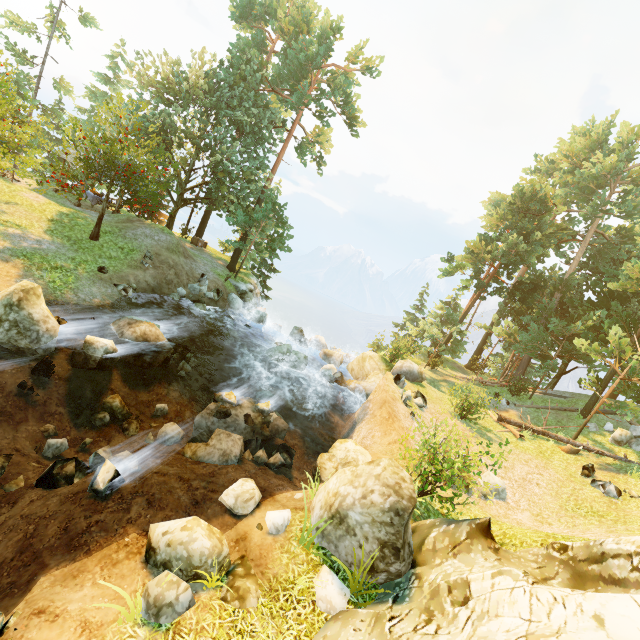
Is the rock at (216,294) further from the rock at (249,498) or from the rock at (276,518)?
the rock at (276,518)

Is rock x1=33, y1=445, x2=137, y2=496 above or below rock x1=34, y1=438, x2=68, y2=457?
above

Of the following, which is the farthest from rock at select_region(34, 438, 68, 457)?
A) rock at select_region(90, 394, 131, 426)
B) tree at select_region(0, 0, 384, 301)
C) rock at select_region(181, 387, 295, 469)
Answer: tree at select_region(0, 0, 384, 301)

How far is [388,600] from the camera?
6.1 meters

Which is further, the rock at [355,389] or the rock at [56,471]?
the rock at [355,389]

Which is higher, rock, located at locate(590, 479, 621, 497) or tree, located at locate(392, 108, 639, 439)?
tree, located at locate(392, 108, 639, 439)

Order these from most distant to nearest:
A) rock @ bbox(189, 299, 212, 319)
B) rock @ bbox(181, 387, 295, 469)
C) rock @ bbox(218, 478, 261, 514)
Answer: rock @ bbox(189, 299, 212, 319) < rock @ bbox(181, 387, 295, 469) < rock @ bbox(218, 478, 261, 514)

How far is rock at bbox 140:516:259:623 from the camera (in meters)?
5.16
